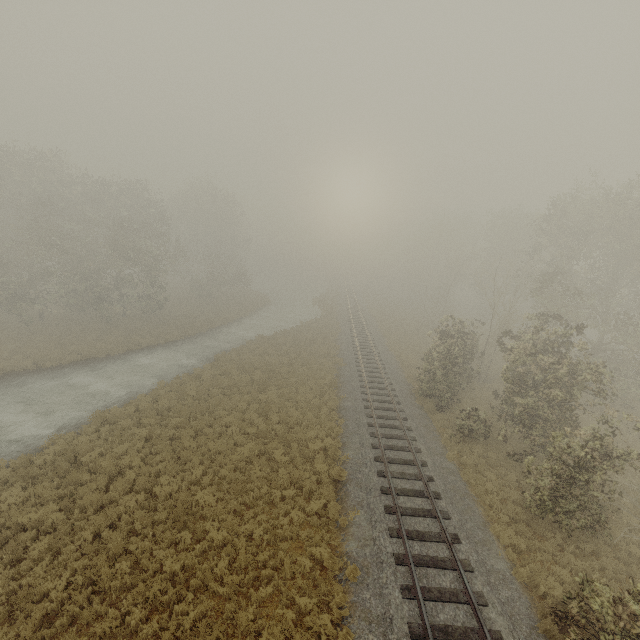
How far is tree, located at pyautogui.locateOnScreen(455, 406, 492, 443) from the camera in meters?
17.5

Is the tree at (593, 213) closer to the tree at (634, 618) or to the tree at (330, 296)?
the tree at (634, 618)

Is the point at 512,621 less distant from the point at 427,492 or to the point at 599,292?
the point at 427,492

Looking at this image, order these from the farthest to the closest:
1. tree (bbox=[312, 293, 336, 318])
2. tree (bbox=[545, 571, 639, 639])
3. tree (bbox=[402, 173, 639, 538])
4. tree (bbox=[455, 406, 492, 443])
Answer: tree (bbox=[312, 293, 336, 318]), tree (bbox=[455, 406, 492, 443]), tree (bbox=[402, 173, 639, 538]), tree (bbox=[545, 571, 639, 639])

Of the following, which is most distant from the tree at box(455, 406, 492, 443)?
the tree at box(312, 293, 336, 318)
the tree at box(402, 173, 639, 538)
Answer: the tree at box(312, 293, 336, 318)

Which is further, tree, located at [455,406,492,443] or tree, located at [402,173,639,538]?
tree, located at [455,406,492,443]

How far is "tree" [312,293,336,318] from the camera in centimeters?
4547cm

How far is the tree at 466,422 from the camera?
17.5m
